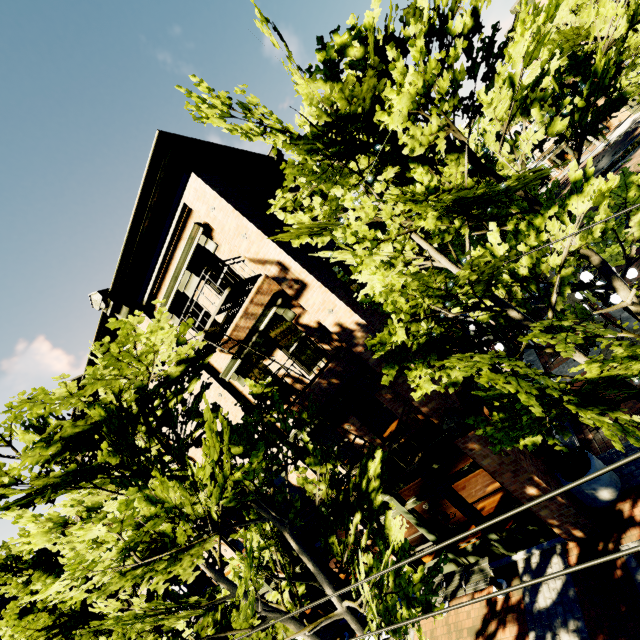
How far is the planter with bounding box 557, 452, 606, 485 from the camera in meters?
7.5

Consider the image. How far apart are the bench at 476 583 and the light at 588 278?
6.9m

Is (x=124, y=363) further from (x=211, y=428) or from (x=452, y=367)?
(x=452, y=367)

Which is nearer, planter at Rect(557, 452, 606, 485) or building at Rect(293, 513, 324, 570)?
planter at Rect(557, 452, 606, 485)

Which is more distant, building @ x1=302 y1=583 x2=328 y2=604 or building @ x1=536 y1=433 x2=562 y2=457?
building @ x1=302 y1=583 x2=328 y2=604

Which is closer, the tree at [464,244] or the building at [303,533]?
the tree at [464,244]

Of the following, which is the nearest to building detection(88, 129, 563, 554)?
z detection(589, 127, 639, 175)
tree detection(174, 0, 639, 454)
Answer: tree detection(174, 0, 639, 454)

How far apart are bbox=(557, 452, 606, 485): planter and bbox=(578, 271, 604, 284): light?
3.17m
